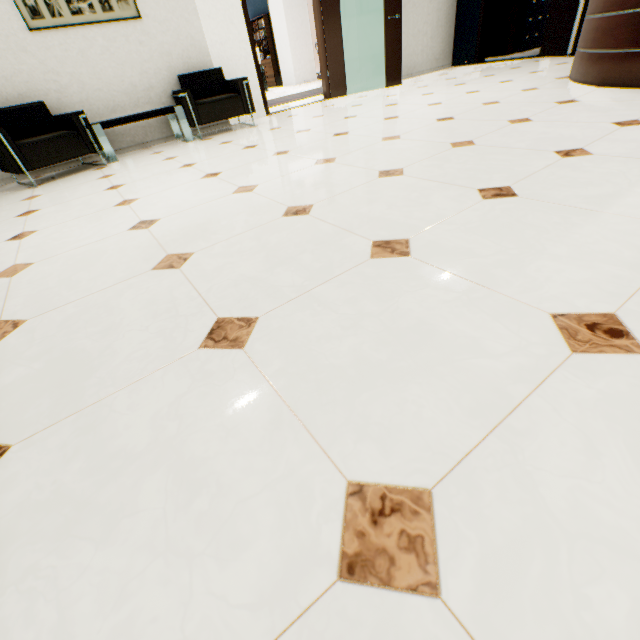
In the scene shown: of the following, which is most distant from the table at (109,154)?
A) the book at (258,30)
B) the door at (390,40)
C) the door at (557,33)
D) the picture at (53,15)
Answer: the book at (258,30)

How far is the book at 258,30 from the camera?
12.14m

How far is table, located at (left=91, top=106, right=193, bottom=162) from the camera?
4.2 meters

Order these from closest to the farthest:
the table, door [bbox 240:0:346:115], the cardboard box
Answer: the table → door [bbox 240:0:346:115] → the cardboard box

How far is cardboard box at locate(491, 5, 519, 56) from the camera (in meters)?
7.52

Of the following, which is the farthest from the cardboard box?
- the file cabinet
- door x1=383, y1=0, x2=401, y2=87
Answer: door x1=383, y1=0, x2=401, y2=87

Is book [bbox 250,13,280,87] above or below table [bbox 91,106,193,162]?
above

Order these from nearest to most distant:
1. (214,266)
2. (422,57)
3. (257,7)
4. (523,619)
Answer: (523,619), (214,266), (422,57), (257,7)
